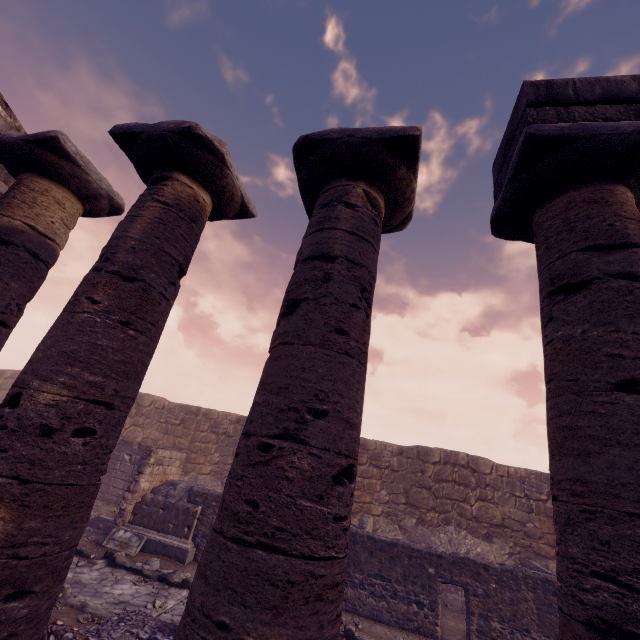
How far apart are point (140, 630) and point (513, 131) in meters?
8.9

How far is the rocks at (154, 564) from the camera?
8.75m

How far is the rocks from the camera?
8.75m

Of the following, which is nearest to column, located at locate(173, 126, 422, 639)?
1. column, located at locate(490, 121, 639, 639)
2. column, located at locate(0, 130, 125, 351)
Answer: column, located at locate(490, 121, 639, 639)

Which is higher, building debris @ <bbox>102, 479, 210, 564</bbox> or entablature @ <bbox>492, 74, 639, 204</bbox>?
entablature @ <bbox>492, 74, 639, 204</bbox>

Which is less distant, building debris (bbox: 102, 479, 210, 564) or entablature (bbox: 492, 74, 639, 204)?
entablature (bbox: 492, 74, 639, 204)

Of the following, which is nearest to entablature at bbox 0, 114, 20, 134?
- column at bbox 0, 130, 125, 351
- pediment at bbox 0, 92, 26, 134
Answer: pediment at bbox 0, 92, 26, 134

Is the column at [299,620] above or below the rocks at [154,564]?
above
